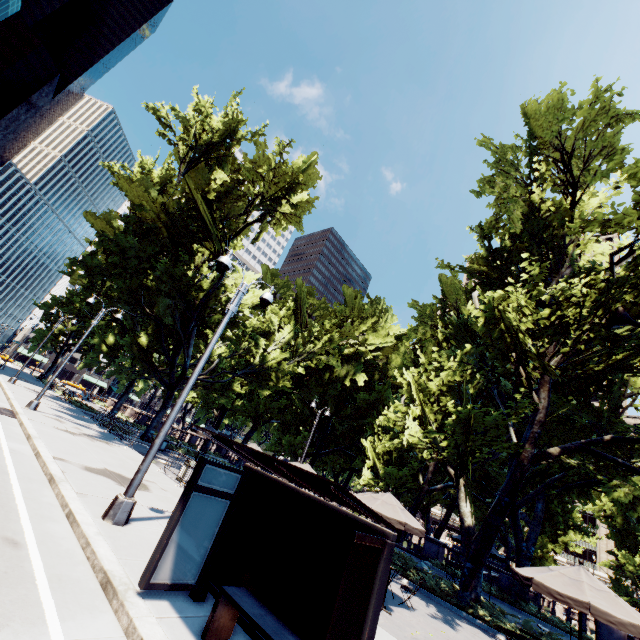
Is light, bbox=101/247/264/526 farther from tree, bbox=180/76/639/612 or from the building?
the building

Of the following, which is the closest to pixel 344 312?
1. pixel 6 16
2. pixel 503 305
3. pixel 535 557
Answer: pixel 503 305

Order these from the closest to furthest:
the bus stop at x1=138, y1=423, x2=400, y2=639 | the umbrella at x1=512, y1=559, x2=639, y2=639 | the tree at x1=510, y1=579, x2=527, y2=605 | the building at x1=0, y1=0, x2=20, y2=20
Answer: the bus stop at x1=138, y1=423, x2=400, y2=639, the umbrella at x1=512, y1=559, x2=639, y2=639, the tree at x1=510, y1=579, x2=527, y2=605, the building at x1=0, y1=0, x2=20, y2=20

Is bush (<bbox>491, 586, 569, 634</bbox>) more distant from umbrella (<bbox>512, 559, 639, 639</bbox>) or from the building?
the building

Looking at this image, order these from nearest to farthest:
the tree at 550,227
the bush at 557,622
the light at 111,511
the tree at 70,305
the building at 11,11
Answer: the light at 111,511
the tree at 550,227
the bush at 557,622
the tree at 70,305
the building at 11,11

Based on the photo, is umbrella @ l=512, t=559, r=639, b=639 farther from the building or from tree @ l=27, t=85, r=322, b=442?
the building

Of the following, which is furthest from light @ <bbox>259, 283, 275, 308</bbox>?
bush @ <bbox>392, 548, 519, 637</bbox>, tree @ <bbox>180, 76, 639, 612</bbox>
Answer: bush @ <bbox>392, 548, 519, 637</bbox>

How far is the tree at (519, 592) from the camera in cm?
1922
